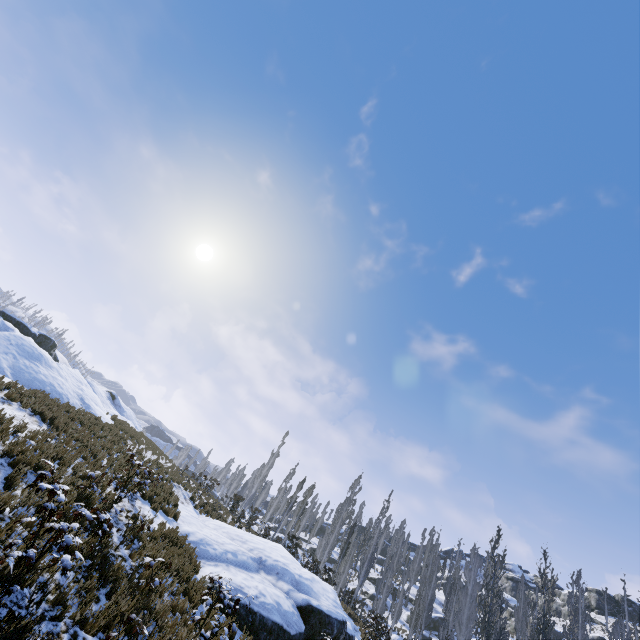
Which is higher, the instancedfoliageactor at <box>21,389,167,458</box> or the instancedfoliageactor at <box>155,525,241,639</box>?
the instancedfoliageactor at <box>21,389,167,458</box>

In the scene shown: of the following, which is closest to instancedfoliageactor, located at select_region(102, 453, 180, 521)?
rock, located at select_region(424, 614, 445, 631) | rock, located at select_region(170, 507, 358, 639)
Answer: rock, located at select_region(424, 614, 445, 631)

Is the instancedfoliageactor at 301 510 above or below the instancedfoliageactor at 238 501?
above

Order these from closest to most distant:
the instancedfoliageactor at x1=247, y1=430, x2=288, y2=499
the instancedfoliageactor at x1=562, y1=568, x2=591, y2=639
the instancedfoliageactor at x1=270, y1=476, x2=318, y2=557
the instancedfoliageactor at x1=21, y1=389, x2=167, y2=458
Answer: the instancedfoliageactor at x1=21, y1=389, x2=167, y2=458 < the instancedfoliageactor at x1=562, y1=568, x2=591, y2=639 < the instancedfoliageactor at x1=270, y1=476, x2=318, y2=557 < the instancedfoliageactor at x1=247, y1=430, x2=288, y2=499

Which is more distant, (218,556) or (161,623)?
(218,556)

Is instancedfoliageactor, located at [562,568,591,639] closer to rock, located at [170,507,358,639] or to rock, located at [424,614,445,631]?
rock, located at [424,614,445,631]

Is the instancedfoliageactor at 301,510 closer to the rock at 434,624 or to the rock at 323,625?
the rock at 434,624
